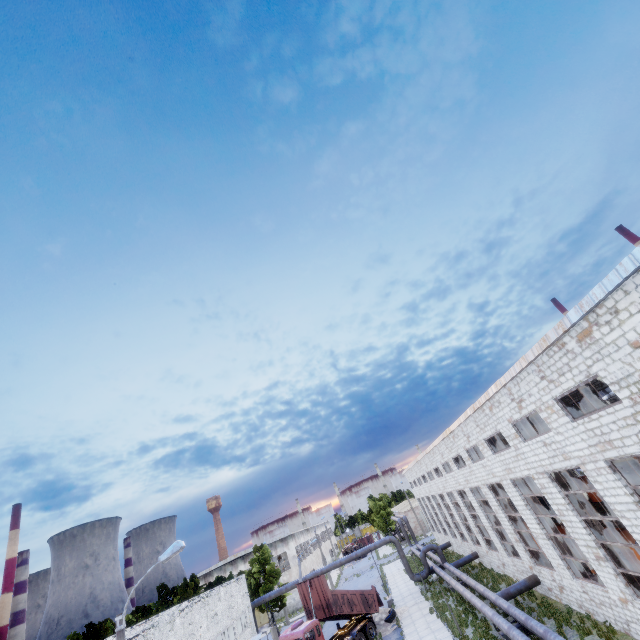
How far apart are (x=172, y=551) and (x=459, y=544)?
38.9 meters

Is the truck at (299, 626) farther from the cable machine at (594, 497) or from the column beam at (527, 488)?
the cable machine at (594, 497)

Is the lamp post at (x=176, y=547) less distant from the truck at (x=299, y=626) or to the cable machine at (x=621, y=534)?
the truck at (x=299, y=626)

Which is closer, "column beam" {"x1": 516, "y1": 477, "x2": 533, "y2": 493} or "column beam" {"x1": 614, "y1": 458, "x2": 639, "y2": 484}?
"column beam" {"x1": 614, "y1": 458, "x2": 639, "y2": 484}

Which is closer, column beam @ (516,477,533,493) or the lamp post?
the lamp post

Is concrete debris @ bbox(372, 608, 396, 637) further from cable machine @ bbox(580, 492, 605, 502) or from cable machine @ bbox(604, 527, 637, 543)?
cable machine @ bbox(580, 492, 605, 502)

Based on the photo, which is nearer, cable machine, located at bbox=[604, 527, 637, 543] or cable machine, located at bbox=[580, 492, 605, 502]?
cable machine, located at bbox=[604, 527, 637, 543]

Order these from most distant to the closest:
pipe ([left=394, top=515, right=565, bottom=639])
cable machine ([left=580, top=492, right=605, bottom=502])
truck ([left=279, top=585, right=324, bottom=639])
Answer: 1. cable machine ([left=580, top=492, right=605, bottom=502])
2. truck ([left=279, top=585, right=324, bottom=639])
3. pipe ([left=394, top=515, right=565, bottom=639])
